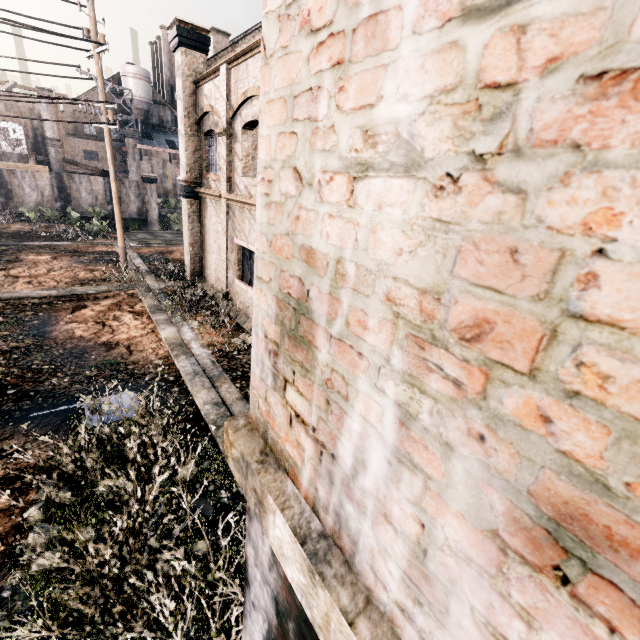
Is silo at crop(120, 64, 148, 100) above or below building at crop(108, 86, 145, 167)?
above

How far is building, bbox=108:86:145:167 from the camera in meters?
56.9 m

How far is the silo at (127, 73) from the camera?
58.0 meters

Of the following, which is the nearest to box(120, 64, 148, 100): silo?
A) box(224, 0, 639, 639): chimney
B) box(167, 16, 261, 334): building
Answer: box(167, 16, 261, 334): building

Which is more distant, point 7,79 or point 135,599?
point 7,79

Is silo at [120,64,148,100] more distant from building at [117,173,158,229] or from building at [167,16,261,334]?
building at [167,16,261,334]

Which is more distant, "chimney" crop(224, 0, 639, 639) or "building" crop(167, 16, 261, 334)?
"building" crop(167, 16, 261, 334)

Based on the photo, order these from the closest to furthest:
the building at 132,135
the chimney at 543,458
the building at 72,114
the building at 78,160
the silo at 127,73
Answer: the chimney at 543,458, the building at 78,160, the building at 72,114, the building at 132,135, the silo at 127,73
